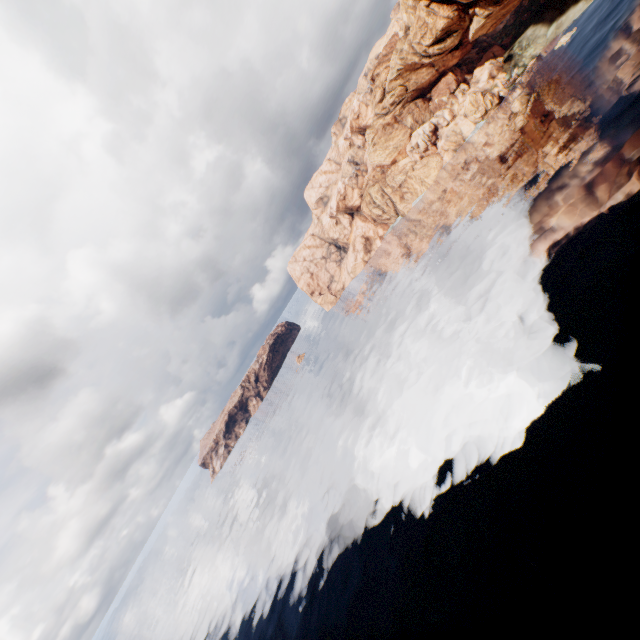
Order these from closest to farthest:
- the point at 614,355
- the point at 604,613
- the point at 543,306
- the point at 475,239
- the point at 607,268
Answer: the point at 604,613 → the point at 614,355 → the point at 607,268 → the point at 543,306 → the point at 475,239
